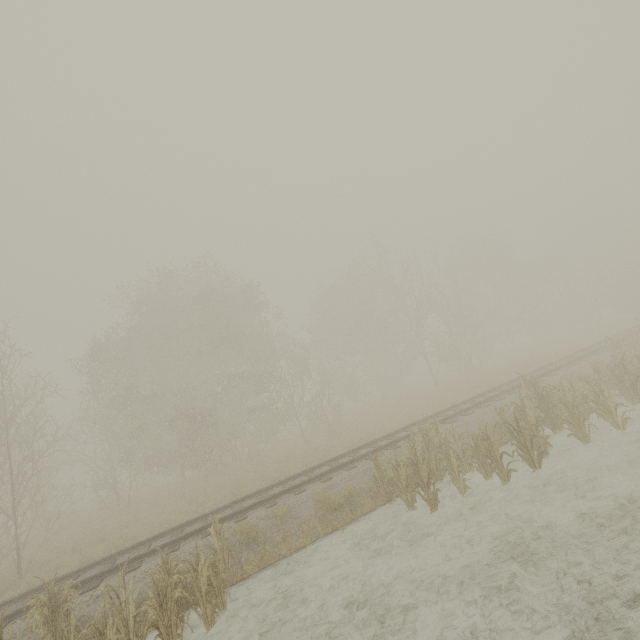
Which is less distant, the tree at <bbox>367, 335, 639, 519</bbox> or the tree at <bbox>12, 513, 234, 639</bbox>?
the tree at <bbox>12, 513, 234, 639</bbox>

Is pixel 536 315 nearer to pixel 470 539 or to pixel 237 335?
pixel 237 335

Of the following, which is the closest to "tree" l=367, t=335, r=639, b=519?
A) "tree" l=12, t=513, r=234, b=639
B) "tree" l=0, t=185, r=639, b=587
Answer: "tree" l=12, t=513, r=234, b=639

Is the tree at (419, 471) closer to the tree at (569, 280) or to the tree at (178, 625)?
the tree at (178, 625)

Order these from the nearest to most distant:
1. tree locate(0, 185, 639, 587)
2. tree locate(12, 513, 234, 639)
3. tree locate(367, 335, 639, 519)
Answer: tree locate(12, 513, 234, 639)
tree locate(367, 335, 639, 519)
tree locate(0, 185, 639, 587)

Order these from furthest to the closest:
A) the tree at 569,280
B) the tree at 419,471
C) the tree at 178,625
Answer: the tree at 569,280 < the tree at 419,471 < the tree at 178,625
